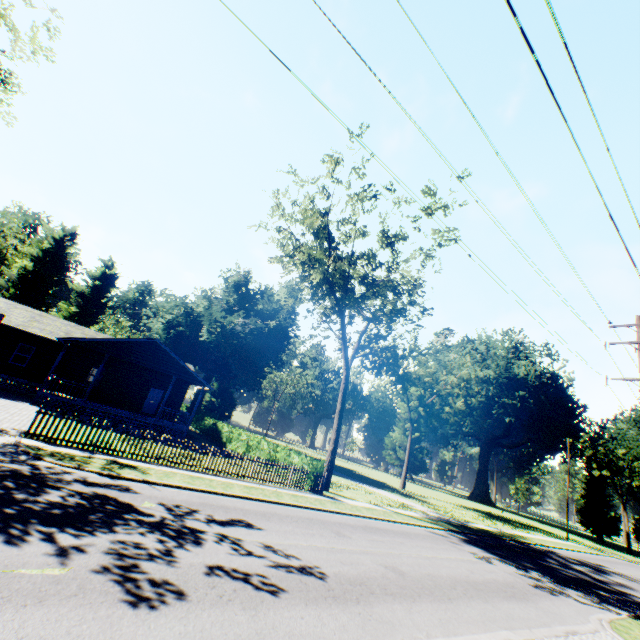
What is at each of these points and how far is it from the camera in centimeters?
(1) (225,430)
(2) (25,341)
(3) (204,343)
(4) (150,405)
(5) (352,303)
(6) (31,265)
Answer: (1) hedge, 3103cm
(2) house, 2469cm
(3) plant, 4469cm
(4) door, 2903cm
(5) tree, 2275cm
(6) plant, 4925cm

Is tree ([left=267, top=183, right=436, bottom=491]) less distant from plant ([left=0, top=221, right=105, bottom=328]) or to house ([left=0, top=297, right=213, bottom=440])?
house ([left=0, top=297, right=213, bottom=440])

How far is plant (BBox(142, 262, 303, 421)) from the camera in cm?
4112

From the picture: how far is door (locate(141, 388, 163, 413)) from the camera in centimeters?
2883cm

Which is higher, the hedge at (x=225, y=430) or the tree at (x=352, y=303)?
the tree at (x=352, y=303)

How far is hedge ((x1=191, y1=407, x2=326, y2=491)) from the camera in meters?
19.5 m

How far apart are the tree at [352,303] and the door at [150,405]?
16.7 meters

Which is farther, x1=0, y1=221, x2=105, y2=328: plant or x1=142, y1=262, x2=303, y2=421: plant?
x1=0, y1=221, x2=105, y2=328: plant
